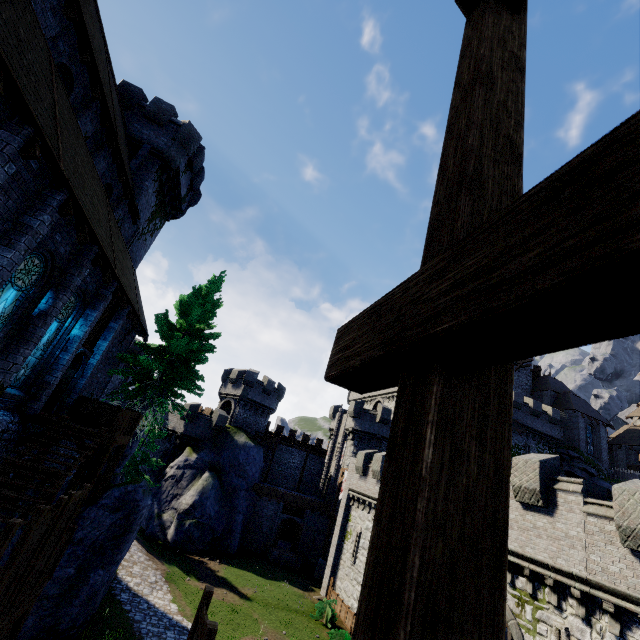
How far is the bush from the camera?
21.89m

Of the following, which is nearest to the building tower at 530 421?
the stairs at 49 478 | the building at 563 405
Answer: the building at 563 405

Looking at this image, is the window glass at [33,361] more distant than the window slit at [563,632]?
No

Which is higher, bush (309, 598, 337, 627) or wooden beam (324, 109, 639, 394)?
wooden beam (324, 109, 639, 394)

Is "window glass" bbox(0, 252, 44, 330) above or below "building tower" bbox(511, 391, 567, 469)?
below

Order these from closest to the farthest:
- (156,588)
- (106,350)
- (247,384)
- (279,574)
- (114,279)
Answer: (114,279) < (106,350) < (156,588) < (279,574) < (247,384)

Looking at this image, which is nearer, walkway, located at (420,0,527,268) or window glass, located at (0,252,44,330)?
walkway, located at (420,0,527,268)

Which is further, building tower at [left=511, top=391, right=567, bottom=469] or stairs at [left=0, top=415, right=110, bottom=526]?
building tower at [left=511, top=391, right=567, bottom=469]
